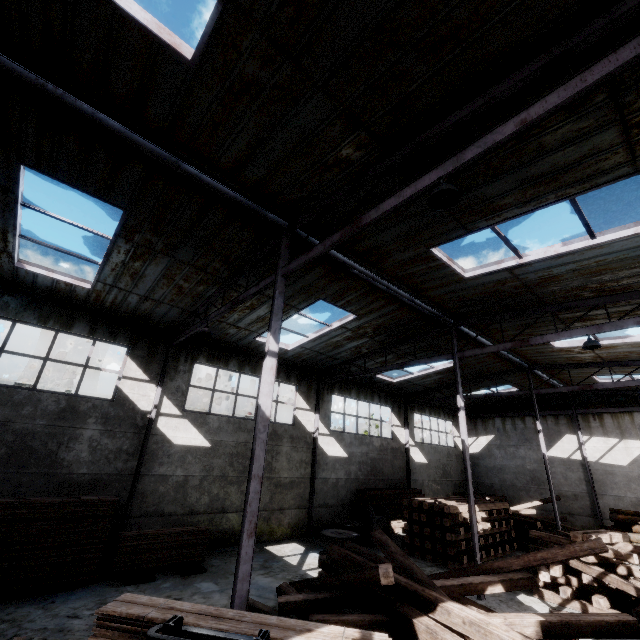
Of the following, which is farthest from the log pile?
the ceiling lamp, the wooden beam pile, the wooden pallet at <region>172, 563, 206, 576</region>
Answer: the ceiling lamp

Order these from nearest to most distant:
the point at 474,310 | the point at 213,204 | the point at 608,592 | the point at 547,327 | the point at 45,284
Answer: the point at 213,204
the point at 608,592
the point at 45,284
the point at 474,310
the point at 547,327

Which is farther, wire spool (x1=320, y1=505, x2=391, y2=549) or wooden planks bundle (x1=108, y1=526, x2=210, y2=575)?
wire spool (x1=320, y1=505, x2=391, y2=549)

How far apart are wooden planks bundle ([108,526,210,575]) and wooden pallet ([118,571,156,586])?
0.0m

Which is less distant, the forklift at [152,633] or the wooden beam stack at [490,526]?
the forklift at [152,633]

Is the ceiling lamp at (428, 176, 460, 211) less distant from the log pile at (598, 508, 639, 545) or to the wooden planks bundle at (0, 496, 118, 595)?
the wooden planks bundle at (0, 496, 118, 595)

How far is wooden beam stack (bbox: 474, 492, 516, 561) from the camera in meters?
13.3

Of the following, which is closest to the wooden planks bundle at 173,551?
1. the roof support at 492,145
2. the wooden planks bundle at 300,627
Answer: the roof support at 492,145
